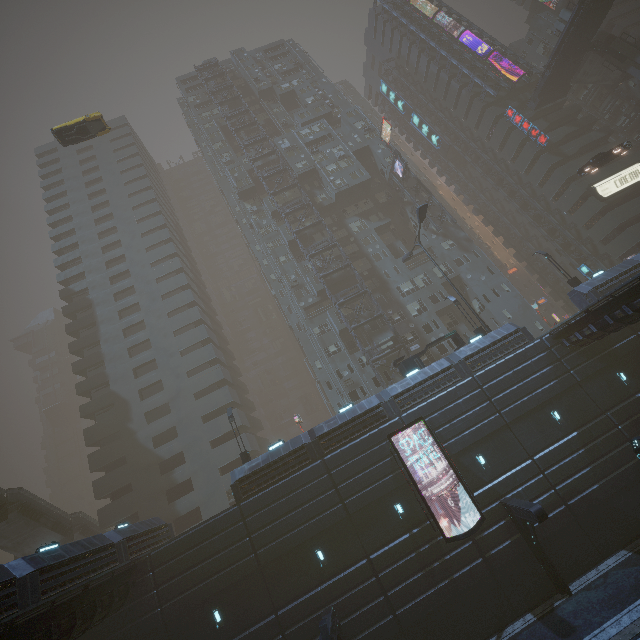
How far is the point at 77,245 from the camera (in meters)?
48.91

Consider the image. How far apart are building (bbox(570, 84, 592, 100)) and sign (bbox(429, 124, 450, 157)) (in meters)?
24.38

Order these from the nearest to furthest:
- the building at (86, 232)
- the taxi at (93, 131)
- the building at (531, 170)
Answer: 1. the building at (86, 232)
2. the taxi at (93, 131)
3. the building at (531, 170)

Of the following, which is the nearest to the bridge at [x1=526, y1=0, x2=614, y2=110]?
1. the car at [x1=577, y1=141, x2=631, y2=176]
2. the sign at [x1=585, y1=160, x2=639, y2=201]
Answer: the sign at [x1=585, y1=160, x2=639, y2=201]

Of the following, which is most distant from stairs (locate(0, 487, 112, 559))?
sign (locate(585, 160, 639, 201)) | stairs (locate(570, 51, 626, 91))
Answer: stairs (locate(570, 51, 626, 91))

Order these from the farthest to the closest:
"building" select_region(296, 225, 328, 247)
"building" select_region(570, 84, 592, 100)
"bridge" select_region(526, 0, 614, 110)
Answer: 1. "building" select_region(570, 84, 592, 100)
2. "building" select_region(296, 225, 328, 247)
3. "bridge" select_region(526, 0, 614, 110)

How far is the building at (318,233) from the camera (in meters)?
44.06

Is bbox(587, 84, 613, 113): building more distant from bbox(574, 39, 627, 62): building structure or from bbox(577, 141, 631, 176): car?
bbox(577, 141, 631, 176): car
